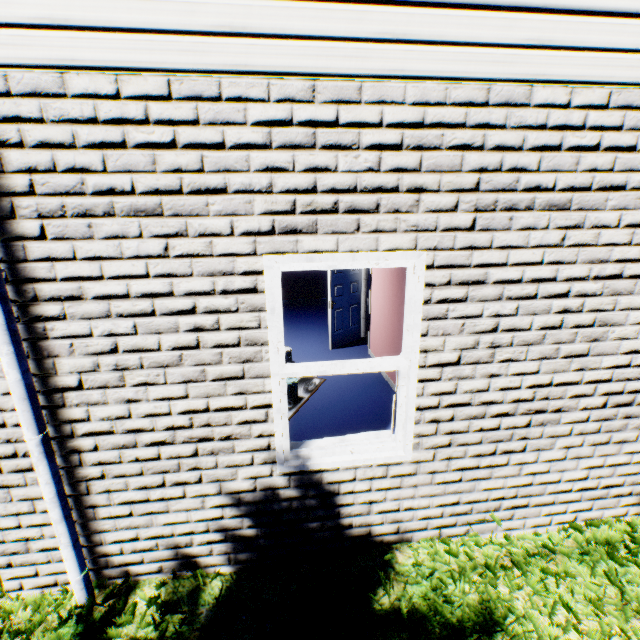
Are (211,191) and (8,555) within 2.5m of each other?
no

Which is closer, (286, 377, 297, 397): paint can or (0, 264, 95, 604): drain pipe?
(0, 264, 95, 604): drain pipe

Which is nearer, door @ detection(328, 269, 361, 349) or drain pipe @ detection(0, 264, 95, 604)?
drain pipe @ detection(0, 264, 95, 604)

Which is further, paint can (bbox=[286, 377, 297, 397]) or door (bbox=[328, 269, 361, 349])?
door (bbox=[328, 269, 361, 349])

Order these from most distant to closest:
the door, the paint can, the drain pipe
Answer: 1. the door
2. the paint can
3. the drain pipe

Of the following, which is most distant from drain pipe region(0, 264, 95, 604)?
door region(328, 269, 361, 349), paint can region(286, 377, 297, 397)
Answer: door region(328, 269, 361, 349)

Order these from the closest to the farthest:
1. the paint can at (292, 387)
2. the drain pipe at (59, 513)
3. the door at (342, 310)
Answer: the drain pipe at (59, 513), the paint can at (292, 387), the door at (342, 310)

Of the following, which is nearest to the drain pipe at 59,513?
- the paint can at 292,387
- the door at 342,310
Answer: the paint can at 292,387
